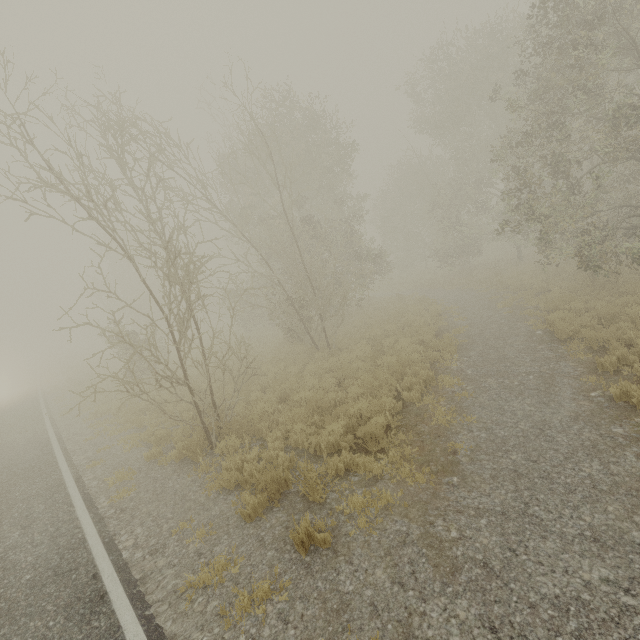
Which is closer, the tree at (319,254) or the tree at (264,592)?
the tree at (264,592)

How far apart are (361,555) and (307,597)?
0.8 meters

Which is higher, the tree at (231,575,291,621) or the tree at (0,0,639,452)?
the tree at (0,0,639,452)

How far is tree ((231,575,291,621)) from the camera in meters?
3.9

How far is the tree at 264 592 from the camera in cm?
391

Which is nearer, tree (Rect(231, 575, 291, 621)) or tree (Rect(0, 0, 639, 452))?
tree (Rect(231, 575, 291, 621))
